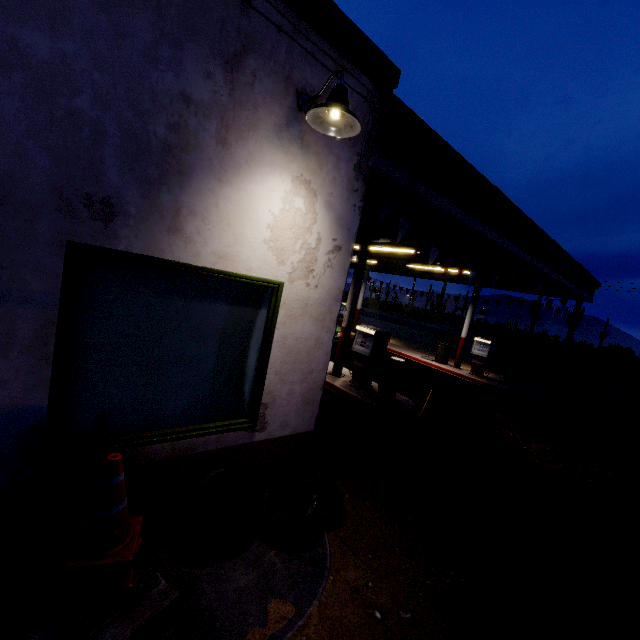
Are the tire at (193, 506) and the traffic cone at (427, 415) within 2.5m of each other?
no

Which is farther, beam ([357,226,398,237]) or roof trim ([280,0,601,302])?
beam ([357,226,398,237])

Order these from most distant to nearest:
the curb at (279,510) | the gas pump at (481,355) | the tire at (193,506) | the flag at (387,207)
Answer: the gas pump at (481,355) → the flag at (387,207) → the curb at (279,510) → the tire at (193,506)

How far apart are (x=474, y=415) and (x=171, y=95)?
9.3 meters

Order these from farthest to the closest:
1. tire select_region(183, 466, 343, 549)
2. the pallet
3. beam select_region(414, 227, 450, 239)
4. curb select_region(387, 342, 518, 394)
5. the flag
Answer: curb select_region(387, 342, 518, 394)
beam select_region(414, 227, 450, 239)
the flag
tire select_region(183, 466, 343, 549)
the pallet

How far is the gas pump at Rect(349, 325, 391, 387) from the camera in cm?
797

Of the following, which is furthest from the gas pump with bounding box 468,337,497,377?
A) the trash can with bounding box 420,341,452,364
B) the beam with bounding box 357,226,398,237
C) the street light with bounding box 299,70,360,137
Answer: the street light with bounding box 299,70,360,137

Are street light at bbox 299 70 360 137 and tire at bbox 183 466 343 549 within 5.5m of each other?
yes
